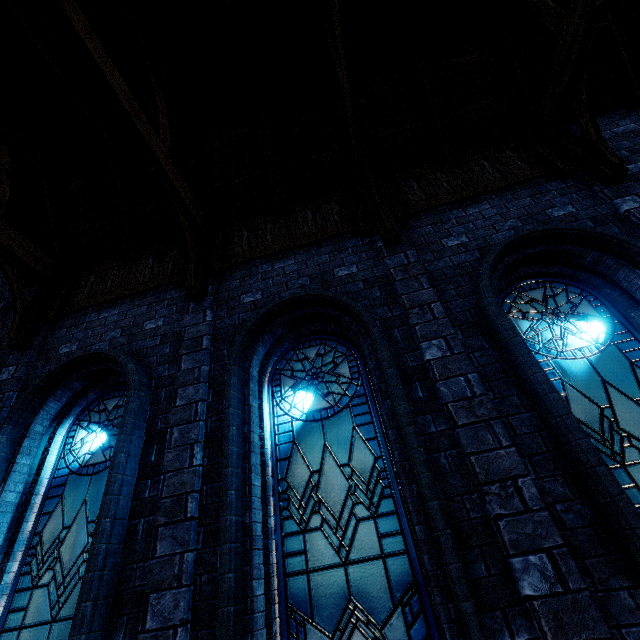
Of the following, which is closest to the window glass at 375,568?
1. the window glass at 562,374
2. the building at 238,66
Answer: the building at 238,66

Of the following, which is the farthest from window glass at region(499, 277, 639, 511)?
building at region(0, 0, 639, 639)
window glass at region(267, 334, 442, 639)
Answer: window glass at region(267, 334, 442, 639)

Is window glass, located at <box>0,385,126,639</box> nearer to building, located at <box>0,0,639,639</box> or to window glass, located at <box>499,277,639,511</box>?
building, located at <box>0,0,639,639</box>

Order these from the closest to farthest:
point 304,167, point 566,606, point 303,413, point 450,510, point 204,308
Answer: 1. point 566,606
2. point 450,510
3. point 303,413
4. point 204,308
5. point 304,167

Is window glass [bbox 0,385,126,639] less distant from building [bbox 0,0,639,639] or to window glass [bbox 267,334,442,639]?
building [bbox 0,0,639,639]

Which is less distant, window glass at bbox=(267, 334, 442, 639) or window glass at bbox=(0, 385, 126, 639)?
window glass at bbox=(267, 334, 442, 639)

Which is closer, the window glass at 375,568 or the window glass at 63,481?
the window glass at 375,568
